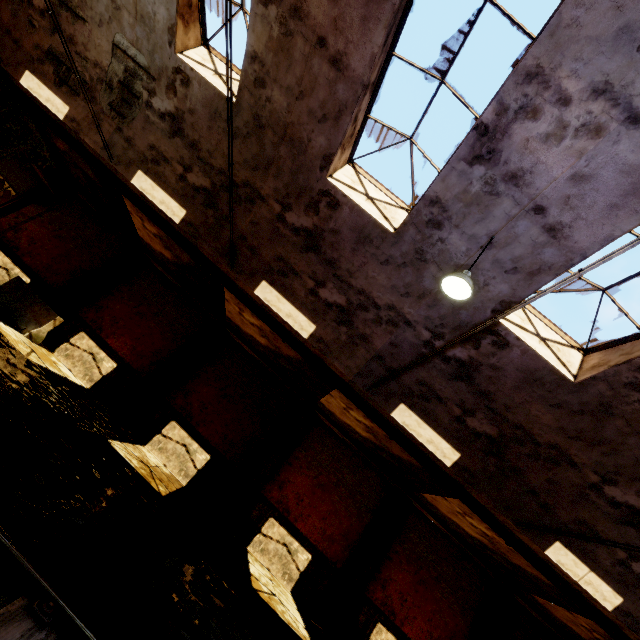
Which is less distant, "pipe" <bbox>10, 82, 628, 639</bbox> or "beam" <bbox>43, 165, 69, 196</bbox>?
"pipe" <bbox>10, 82, 628, 639</bbox>

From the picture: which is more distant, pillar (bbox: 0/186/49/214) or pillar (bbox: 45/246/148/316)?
pillar (bbox: 0/186/49/214)

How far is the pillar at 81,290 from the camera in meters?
12.4 m

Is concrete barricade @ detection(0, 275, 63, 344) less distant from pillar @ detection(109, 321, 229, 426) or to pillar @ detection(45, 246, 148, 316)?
pillar @ detection(45, 246, 148, 316)

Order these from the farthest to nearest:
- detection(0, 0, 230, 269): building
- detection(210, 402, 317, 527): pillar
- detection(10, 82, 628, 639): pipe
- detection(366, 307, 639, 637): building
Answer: Answer:
1. detection(210, 402, 317, 527): pillar
2. detection(10, 82, 628, 639): pipe
3. detection(0, 0, 230, 269): building
4. detection(366, 307, 639, 637): building

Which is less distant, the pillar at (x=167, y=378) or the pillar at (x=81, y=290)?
the pillar at (x=167, y=378)

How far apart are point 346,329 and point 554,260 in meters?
4.7

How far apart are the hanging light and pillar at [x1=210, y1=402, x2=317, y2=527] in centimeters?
880cm
